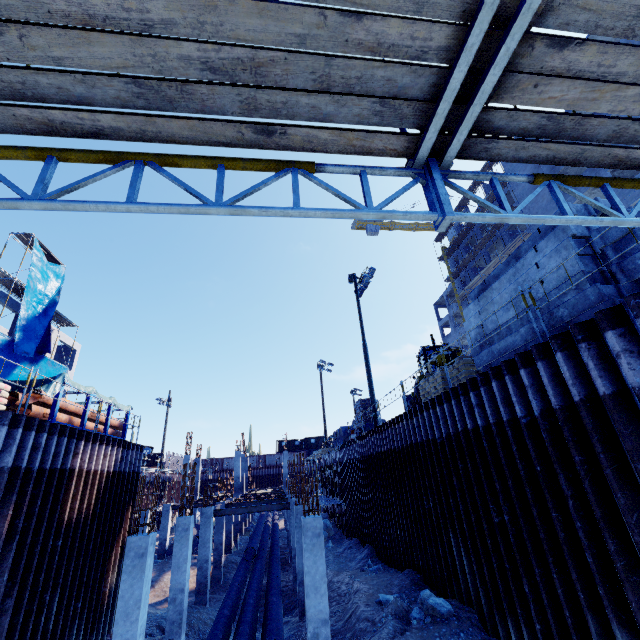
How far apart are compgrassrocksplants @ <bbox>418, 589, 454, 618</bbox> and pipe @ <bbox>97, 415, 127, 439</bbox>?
12.23m

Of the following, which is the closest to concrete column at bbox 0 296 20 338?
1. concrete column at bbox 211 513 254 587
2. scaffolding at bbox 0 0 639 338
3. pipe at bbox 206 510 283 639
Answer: scaffolding at bbox 0 0 639 338

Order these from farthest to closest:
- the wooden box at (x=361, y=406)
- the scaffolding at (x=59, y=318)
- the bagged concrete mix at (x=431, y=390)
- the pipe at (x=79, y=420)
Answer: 1. the scaffolding at (x=59, y=318)
2. the wooden box at (x=361, y=406)
3. the bagged concrete mix at (x=431, y=390)
4. the pipe at (x=79, y=420)

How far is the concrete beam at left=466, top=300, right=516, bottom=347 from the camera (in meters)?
8.09

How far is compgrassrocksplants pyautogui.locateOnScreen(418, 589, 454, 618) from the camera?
8.6m

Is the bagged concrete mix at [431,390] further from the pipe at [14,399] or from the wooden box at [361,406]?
the pipe at [14,399]

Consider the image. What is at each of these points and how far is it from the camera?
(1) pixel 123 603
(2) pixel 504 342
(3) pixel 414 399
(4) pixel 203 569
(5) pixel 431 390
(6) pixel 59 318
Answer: (1) concrete column, 8.49m
(2) concrete beam, 8.23m
(3) front loader, 19.70m
(4) concrete column, 16.83m
(5) bagged concrete mix, 12.80m
(6) scaffolding, 28.03m

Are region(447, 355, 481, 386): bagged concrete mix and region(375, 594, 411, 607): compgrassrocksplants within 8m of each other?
yes
